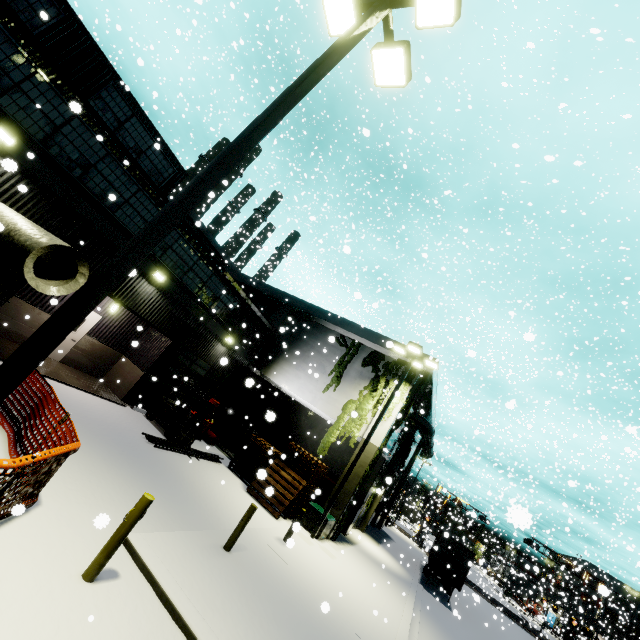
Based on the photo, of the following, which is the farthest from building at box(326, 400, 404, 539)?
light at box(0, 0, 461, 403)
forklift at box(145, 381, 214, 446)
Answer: light at box(0, 0, 461, 403)

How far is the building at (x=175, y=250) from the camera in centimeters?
1395cm

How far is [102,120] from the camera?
10.22m

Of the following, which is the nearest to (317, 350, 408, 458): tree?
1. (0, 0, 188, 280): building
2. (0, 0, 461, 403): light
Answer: (0, 0, 188, 280): building

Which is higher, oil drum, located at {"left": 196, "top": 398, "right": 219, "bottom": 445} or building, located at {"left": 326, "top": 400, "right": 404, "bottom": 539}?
building, located at {"left": 326, "top": 400, "right": 404, "bottom": 539}

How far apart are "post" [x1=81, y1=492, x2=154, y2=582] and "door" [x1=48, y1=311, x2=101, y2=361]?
11.4m

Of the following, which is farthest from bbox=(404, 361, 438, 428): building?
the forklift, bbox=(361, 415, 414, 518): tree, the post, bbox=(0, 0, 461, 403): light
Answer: the post

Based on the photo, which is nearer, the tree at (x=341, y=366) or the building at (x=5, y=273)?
the building at (x=5, y=273)
